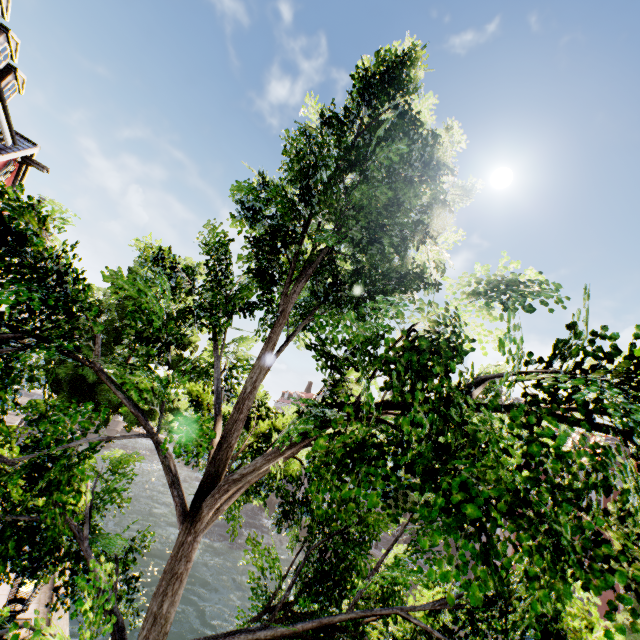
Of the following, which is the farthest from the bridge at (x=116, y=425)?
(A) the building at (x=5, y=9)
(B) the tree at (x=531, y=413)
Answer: (A) the building at (x=5, y=9)

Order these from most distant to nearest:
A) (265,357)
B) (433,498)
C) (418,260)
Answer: (418,260) → (265,357) → (433,498)

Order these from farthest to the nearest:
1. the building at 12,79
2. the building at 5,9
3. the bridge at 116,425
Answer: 1. the bridge at 116,425
2. the building at 12,79
3. the building at 5,9

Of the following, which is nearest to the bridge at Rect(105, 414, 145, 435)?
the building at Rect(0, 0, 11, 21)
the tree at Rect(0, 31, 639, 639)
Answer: the tree at Rect(0, 31, 639, 639)

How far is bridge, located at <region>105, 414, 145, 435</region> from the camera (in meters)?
38.11

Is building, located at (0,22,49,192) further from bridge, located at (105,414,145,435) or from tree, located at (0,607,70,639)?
bridge, located at (105,414,145,435)

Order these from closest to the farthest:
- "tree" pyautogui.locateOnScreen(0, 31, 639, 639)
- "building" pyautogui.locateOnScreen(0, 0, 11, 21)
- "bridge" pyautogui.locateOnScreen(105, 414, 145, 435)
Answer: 1. "tree" pyautogui.locateOnScreen(0, 31, 639, 639)
2. "building" pyautogui.locateOnScreen(0, 0, 11, 21)
3. "bridge" pyautogui.locateOnScreen(105, 414, 145, 435)
